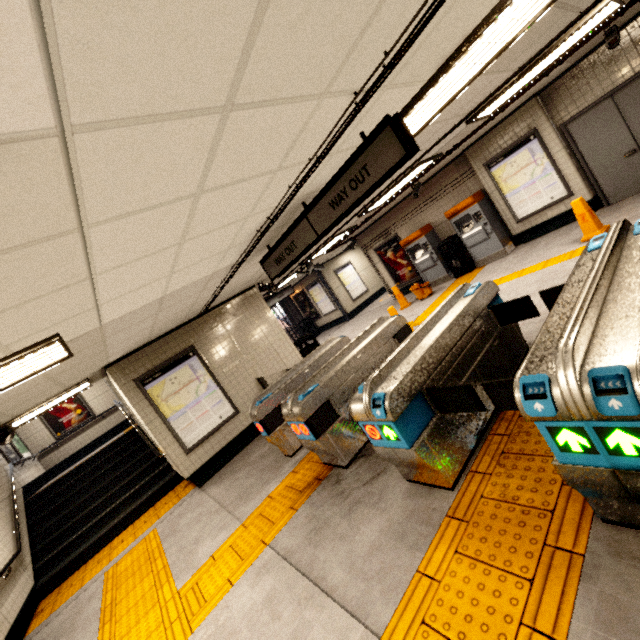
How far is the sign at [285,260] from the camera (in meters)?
2.81

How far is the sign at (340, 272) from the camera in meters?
15.5

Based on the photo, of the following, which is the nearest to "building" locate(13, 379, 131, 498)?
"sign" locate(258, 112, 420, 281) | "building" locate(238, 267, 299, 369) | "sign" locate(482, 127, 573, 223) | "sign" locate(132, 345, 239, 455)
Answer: "sign" locate(132, 345, 239, 455)

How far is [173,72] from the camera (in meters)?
1.27

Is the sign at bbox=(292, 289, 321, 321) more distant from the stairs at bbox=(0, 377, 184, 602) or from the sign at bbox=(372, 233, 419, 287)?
the stairs at bbox=(0, 377, 184, 602)

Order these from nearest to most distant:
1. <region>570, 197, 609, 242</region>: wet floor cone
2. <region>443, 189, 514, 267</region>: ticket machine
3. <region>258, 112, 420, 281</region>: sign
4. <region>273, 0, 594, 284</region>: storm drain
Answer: <region>258, 112, 420, 281</region>: sign → <region>273, 0, 594, 284</region>: storm drain → <region>570, 197, 609, 242</region>: wet floor cone → <region>443, 189, 514, 267</region>: ticket machine

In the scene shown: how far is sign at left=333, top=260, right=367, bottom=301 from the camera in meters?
15.5

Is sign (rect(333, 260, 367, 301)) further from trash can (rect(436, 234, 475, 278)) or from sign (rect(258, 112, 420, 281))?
sign (rect(258, 112, 420, 281))
